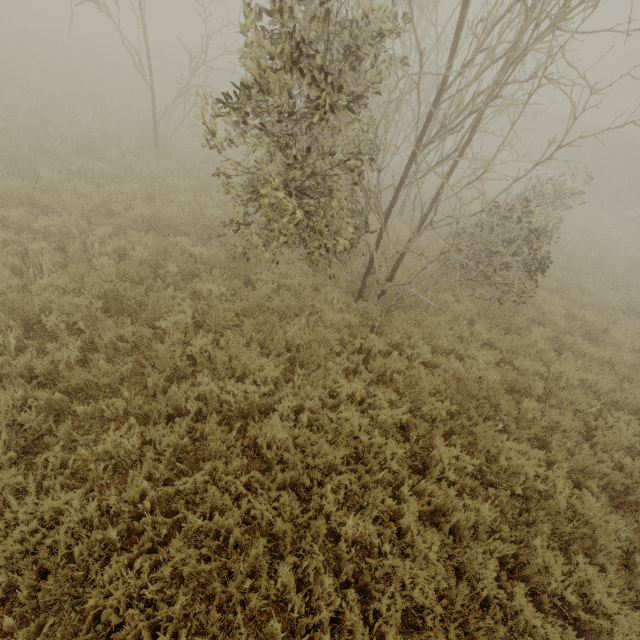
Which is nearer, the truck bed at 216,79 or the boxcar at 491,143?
the truck bed at 216,79

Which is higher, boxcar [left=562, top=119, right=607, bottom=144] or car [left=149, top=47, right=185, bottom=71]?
boxcar [left=562, top=119, right=607, bottom=144]

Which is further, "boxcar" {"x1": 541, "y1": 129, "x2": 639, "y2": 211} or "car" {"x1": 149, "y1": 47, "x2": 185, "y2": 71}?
"car" {"x1": 149, "y1": 47, "x2": 185, "y2": 71}

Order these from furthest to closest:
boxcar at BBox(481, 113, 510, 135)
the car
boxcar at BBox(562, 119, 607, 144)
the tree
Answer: boxcar at BBox(481, 113, 510, 135), the car, boxcar at BBox(562, 119, 607, 144), the tree

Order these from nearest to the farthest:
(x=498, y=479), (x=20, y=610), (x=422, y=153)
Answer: (x=20, y=610), (x=498, y=479), (x=422, y=153)

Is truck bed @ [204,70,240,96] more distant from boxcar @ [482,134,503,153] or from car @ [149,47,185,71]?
boxcar @ [482,134,503,153]

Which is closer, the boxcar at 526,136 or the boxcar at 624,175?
the boxcar at 624,175

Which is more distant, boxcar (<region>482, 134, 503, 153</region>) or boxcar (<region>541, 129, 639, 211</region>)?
boxcar (<region>482, 134, 503, 153</region>)
